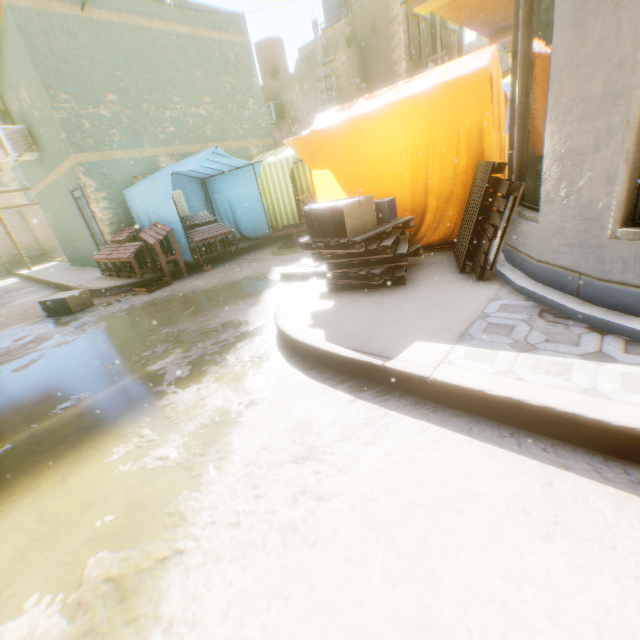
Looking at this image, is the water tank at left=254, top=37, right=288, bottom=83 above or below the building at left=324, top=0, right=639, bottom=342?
above

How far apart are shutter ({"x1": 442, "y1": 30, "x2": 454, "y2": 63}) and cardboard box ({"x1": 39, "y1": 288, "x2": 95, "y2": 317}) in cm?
1954

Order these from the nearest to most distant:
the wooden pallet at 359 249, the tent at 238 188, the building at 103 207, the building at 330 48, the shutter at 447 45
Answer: the wooden pallet at 359 249 < the building at 103 207 < the tent at 238 188 < the building at 330 48 < the shutter at 447 45

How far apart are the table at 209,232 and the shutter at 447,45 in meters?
15.8

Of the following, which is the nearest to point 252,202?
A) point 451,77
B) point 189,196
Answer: point 189,196

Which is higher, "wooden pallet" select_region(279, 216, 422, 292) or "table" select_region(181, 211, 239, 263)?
"table" select_region(181, 211, 239, 263)

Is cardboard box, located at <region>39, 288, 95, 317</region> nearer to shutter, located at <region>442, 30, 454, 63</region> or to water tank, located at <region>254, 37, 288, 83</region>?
water tank, located at <region>254, 37, 288, 83</region>

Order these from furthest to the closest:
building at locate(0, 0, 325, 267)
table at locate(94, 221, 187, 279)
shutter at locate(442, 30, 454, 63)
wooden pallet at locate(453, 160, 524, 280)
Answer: shutter at locate(442, 30, 454, 63), building at locate(0, 0, 325, 267), table at locate(94, 221, 187, 279), wooden pallet at locate(453, 160, 524, 280)
